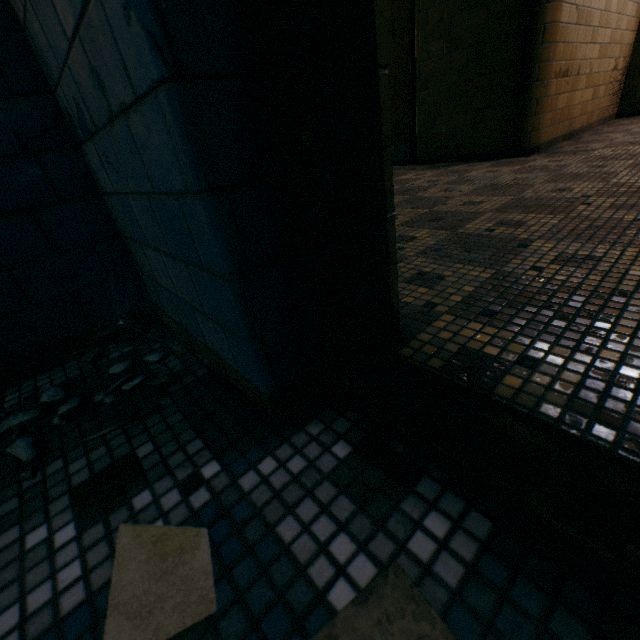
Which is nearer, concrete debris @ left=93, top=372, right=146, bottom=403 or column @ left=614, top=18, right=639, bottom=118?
concrete debris @ left=93, top=372, right=146, bottom=403

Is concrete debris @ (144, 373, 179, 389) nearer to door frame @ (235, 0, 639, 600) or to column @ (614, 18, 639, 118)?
door frame @ (235, 0, 639, 600)

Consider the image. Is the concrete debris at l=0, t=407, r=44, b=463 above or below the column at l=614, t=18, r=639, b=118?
below

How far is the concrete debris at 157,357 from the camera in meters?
1.1 m

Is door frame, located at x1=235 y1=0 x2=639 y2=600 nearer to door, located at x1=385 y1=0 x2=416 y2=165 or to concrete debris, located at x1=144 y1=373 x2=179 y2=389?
concrete debris, located at x1=144 y1=373 x2=179 y2=389

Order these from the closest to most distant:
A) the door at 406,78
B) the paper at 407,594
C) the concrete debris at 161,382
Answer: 1. the paper at 407,594
2. the concrete debris at 161,382
3. the door at 406,78

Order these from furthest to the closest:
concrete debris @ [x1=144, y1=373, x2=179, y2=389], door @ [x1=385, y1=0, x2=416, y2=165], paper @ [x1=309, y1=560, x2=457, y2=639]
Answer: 1. door @ [x1=385, y1=0, x2=416, y2=165]
2. concrete debris @ [x1=144, y1=373, x2=179, y2=389]
3. paper @ [x1=309, y1=560, x2=457, y2=639]

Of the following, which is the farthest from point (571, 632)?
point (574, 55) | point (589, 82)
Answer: point (589, 82)
